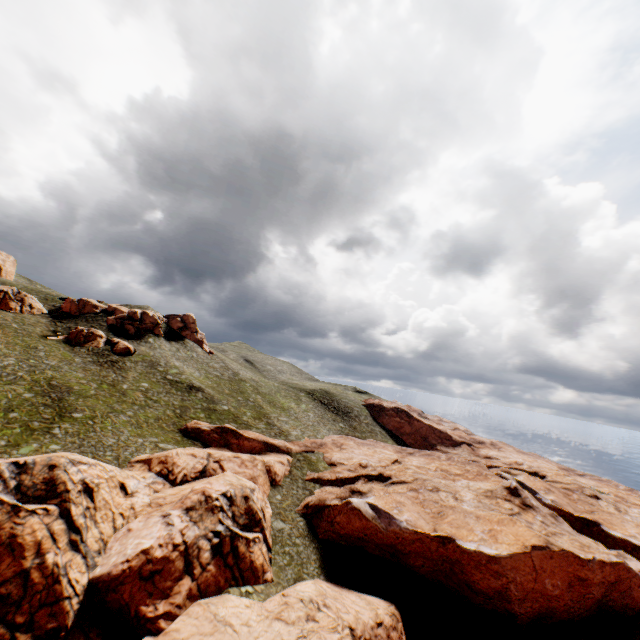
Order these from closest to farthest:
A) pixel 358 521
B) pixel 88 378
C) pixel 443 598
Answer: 1. pixel 443 598
2. pixel 358 521
3. pixel 88 378
